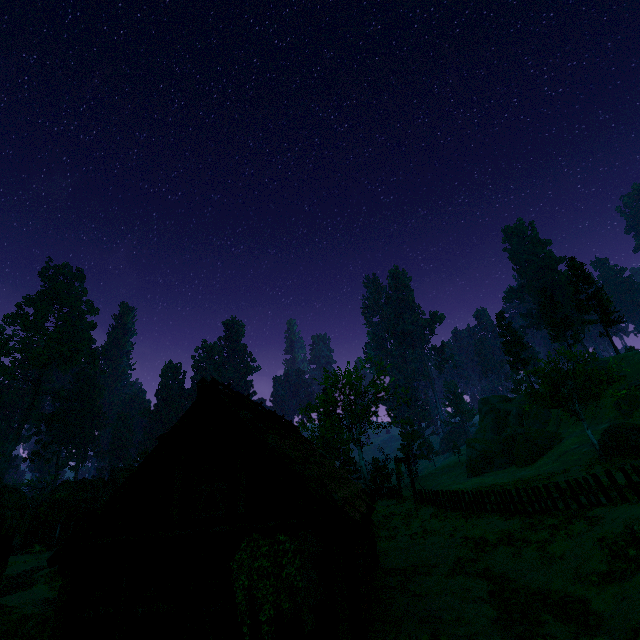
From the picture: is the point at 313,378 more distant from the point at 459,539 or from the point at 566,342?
the point at 566,342

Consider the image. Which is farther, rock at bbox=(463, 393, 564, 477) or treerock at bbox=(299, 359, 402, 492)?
rock at bbox=(463, 393, 564, 477)

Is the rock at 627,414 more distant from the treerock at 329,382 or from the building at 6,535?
the building at 6,535

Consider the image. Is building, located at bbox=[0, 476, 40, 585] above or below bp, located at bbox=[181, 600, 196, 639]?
above

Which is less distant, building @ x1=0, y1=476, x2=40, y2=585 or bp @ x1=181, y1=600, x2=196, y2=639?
bp @ x1=181, y1=600, x2=196, y2=639

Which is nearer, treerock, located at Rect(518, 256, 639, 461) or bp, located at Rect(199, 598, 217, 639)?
bp, located at Rect(199, 598, 217, 639)

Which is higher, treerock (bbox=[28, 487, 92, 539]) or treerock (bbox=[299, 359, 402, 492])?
treerock (bbox=[299, 359, 402, 492])

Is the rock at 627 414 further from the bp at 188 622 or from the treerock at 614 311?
the bp at 188 622
